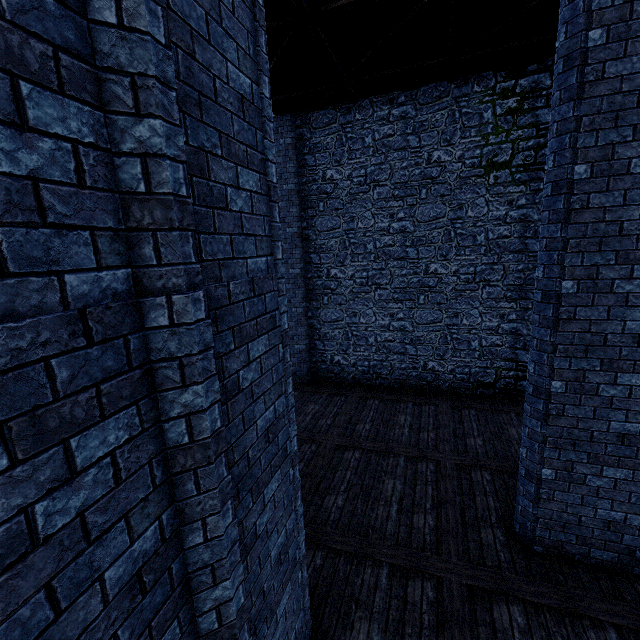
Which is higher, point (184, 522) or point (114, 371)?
point (114, 371)

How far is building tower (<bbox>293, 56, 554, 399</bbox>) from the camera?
9.4m

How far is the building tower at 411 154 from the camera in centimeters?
942cm
